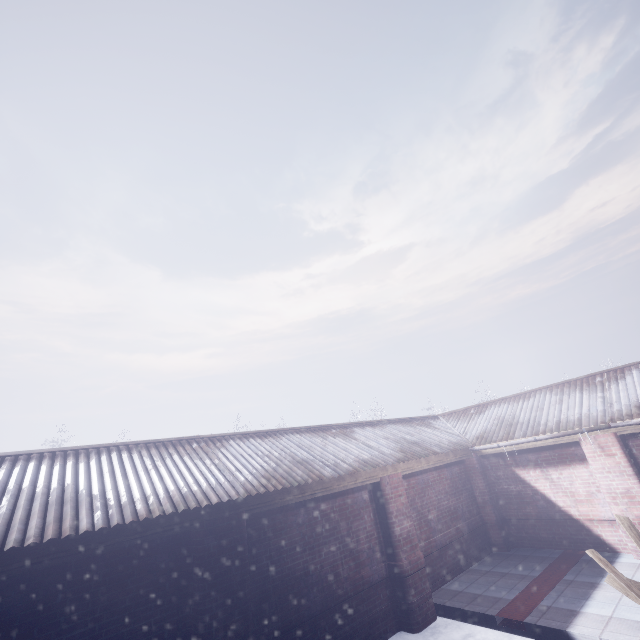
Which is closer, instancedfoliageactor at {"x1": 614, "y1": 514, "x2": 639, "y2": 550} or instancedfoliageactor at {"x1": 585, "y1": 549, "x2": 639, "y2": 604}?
instancedfoliageactor at {"x1": 585, "y1": 549, "x2": 639, "y2": 604}

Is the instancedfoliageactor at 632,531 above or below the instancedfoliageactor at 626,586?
above

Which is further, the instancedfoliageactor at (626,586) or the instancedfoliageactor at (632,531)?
the instancedfoliageactor at (632,531)

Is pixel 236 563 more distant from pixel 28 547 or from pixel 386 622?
pixel 386 622

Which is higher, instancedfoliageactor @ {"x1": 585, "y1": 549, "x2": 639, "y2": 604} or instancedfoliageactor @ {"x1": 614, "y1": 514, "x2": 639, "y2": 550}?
instancedfoliageactor @ {"x1": 614, "y1": 514, "x2": 639, "y2": 550}
